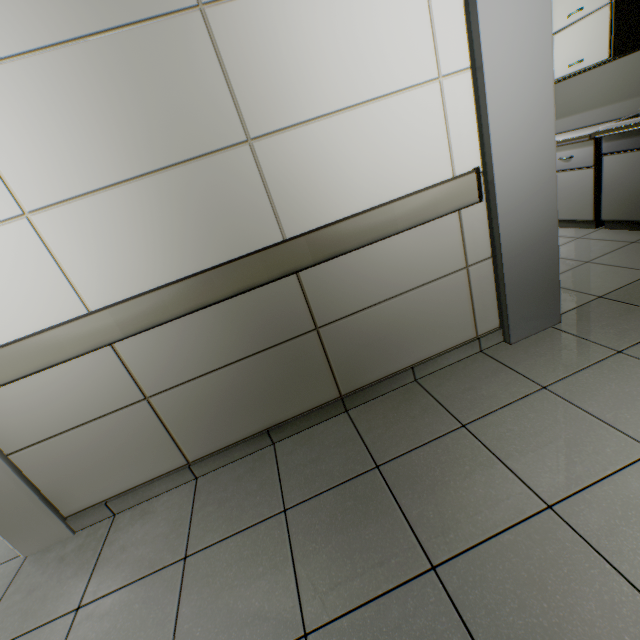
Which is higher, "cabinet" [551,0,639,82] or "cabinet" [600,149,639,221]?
"cabinet" [551,0,639,82]

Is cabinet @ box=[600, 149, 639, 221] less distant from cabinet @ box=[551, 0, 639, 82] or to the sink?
the sink

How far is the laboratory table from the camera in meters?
3.1 m

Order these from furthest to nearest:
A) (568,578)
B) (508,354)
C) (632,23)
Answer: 1. (632,23)
2. (508,354)
3. (568,578)

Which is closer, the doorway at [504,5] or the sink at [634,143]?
the doorway at [504,5]

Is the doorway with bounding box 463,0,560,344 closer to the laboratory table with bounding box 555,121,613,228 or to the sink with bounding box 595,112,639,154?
the sink with bounding box 595,112,639,154

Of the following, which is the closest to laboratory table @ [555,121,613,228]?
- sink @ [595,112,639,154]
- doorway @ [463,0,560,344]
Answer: sink @ [595,112,639,154]

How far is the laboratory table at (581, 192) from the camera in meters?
3.1
